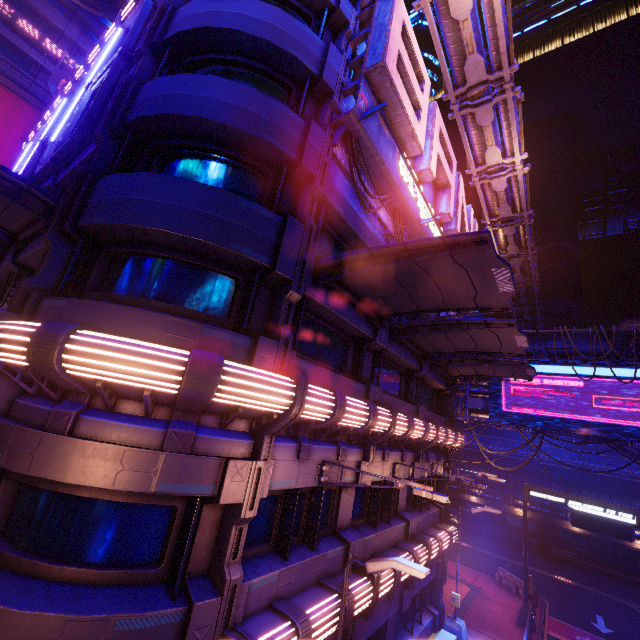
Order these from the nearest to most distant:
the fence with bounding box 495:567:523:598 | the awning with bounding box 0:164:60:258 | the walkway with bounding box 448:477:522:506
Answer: the awning with bounding box 0:164:60:258 < the fence with bounding box 495:567:523:598 < the walkway with bounding box 448:477:522:506

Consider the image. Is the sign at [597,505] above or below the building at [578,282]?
below

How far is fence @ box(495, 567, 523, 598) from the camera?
21.4m

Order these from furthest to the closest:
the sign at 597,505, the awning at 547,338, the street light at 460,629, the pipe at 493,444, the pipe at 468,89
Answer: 1. the pipe at 493,444
2. the awning at 547,338
3. the sign at 597,505
4. the street light at 460,629
5. the pipe at 468,89

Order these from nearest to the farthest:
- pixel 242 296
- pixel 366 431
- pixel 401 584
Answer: pixel 242 296
pixel 366 431
pixel 401 584

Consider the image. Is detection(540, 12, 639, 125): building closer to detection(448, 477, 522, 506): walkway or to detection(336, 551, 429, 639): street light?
detection(448, 477, 522, 506): walkway

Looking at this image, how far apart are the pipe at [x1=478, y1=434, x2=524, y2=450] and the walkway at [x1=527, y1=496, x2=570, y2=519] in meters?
2.8 m
